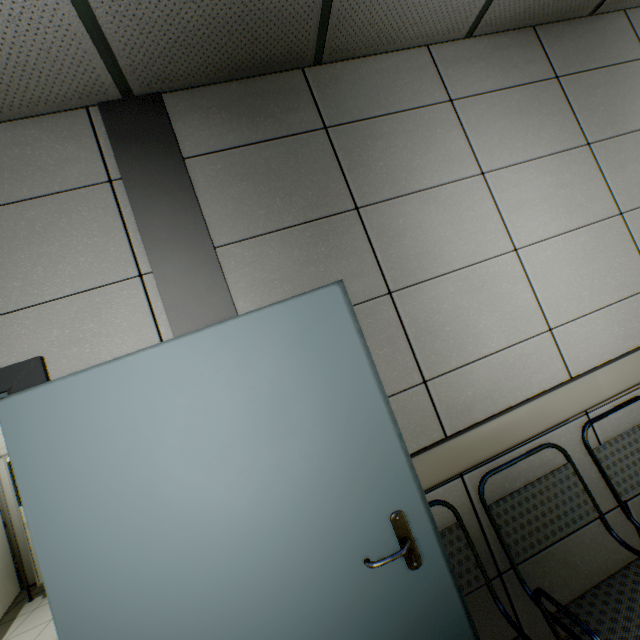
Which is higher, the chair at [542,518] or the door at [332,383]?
the door at [332,383]

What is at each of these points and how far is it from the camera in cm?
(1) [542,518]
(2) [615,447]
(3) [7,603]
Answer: (1) chair, 152
(2) chair, 166
(3) door, 387

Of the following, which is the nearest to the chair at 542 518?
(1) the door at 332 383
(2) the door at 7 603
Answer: (1) the door at 332 383

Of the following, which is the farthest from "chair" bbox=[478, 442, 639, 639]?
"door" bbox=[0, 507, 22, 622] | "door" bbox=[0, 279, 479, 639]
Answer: "door" bbox=[0, 507, 22, 622]

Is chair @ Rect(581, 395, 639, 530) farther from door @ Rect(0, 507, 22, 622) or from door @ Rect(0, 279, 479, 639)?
door @ Rect(0, 507, 22, 622)

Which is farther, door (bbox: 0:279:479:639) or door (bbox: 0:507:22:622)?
door (bbox: 0:507:22:622)

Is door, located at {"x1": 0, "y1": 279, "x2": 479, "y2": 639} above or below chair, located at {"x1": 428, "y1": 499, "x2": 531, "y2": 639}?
above
